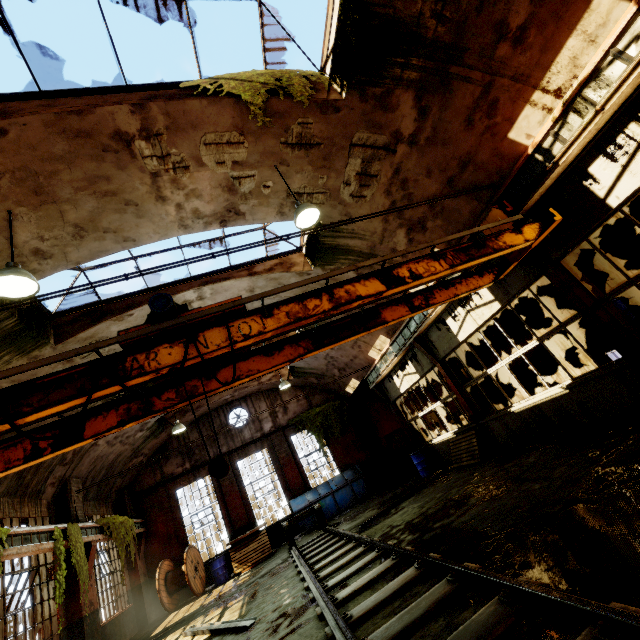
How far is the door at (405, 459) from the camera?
18.6m

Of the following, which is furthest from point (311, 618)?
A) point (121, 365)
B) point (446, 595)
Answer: point (121, 365)

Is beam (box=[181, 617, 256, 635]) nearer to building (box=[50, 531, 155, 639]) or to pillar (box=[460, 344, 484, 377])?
building (box=[50, 531, 155, 639])

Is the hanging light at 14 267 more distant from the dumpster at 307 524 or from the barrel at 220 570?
the barrel at 220 570

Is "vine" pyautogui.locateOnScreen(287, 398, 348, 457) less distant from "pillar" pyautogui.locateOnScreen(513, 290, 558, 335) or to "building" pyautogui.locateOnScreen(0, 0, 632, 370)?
"building" pyautogui.locateOnScreen(0, 0, 632, 370)

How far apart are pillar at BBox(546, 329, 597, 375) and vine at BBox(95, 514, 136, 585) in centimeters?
1761cm

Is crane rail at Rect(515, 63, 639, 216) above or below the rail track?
above

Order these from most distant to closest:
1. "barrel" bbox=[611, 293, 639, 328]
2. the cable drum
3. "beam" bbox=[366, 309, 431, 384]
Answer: the cable drum → "beam" bbox=[366, 309, 431, 384] → "barrel" bbox=[611, 293, 639, 328]
